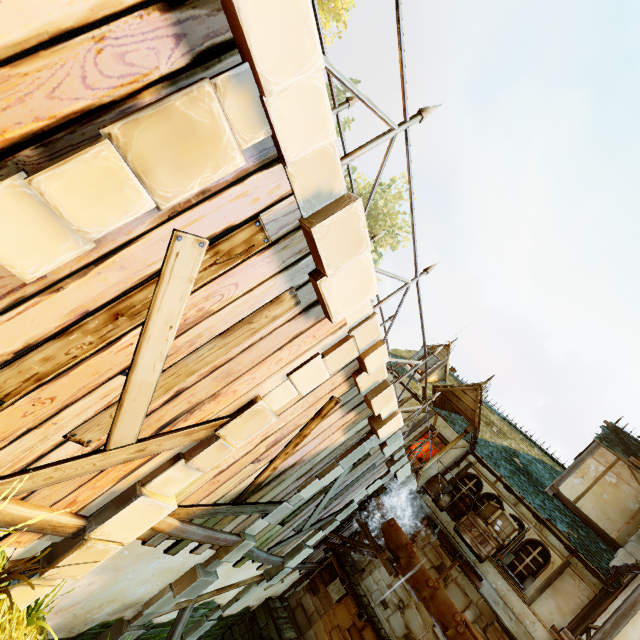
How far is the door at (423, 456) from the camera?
12.86m

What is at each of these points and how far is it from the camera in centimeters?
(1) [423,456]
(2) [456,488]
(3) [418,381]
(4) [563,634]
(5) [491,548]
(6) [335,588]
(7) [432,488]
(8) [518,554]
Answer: (1) door, 1298cm
(2) window, 1187cm
(3) building, 1560cm
(4) wooden platform, 833cm
(5) box, 984cm
(6) building, 1057cm
(7) barrel, 1138cm
(8) window, 1028cm

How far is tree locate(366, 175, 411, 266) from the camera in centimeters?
3441cm

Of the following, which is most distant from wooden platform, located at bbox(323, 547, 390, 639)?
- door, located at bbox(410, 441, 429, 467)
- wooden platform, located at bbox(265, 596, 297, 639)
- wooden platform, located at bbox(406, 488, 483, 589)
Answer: door, located at bbox(410, 441, 429, 467)

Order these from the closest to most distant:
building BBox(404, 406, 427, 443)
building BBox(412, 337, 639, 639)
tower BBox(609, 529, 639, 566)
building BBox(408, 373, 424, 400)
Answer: building BBox(412, 337, 639, 639) < tower BBox(609, 529, 639, 566) < building BBox(404, 406, 427, 443) < building BBox(408, 373, 424, 400)

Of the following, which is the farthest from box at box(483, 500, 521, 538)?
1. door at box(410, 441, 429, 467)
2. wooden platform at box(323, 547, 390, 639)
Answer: wooden platform at box(323, 547, 390, 639)

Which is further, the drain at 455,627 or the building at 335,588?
the building at 335,588

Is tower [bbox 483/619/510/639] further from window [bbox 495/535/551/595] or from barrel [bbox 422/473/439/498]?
barrel [bbox 422/473/439/498]
